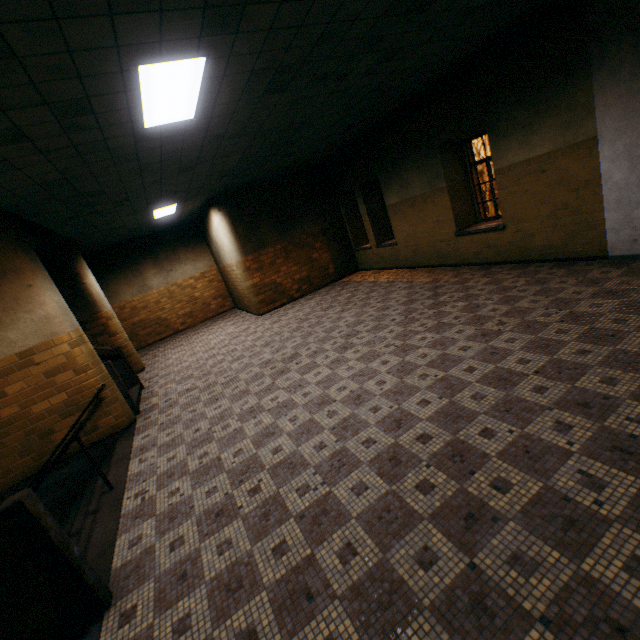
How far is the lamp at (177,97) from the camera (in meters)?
2.91

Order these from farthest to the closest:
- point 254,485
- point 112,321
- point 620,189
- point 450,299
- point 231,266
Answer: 1. point 231,266
2. point 112,321
3. point 450,299
4. point 620,189
5. point 254,485

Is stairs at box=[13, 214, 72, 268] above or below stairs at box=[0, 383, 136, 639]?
above

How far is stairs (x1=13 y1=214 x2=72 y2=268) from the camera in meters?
5.9 m

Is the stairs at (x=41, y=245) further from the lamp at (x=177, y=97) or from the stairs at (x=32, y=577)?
the lamp at (x=177, y=97)

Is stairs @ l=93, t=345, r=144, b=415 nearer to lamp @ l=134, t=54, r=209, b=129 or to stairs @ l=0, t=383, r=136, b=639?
stairs @ l=0, t=383, r=136, b=639

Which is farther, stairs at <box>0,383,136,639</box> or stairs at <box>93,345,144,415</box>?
stairs at <box>93,345,144,415</box>
